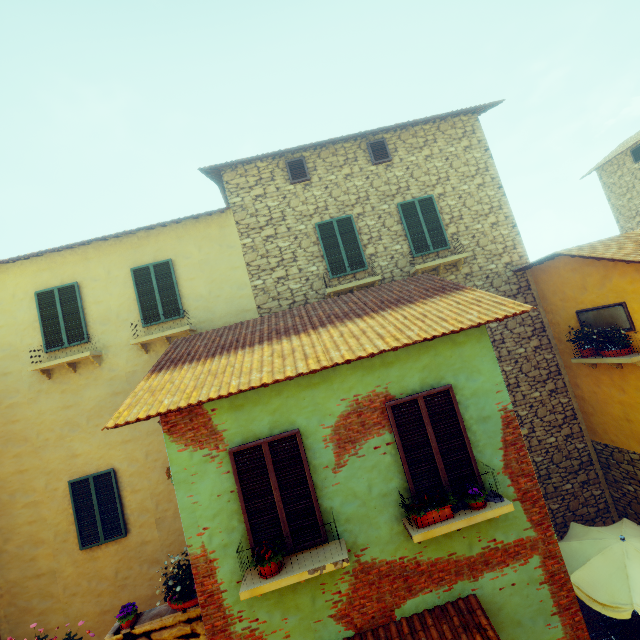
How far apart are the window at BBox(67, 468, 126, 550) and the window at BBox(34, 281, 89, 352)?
3.3m

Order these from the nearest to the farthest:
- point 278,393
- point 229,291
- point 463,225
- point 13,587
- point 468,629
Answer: point 468,629, point 278,393, point 13,587, point 229,291, point 463,225

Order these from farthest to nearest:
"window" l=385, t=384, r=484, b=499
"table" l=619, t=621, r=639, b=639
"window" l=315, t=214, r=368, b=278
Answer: "window" l=315, t=214, r=368, b=278 < "table" l=619, t=621, r=639, b=639 < "window" l=385, t=384, r=484, b=499

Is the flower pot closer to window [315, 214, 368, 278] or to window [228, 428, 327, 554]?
window [228, 428, 327, 554]

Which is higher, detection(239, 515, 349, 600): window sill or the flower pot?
detection(239, 515, 349, 600): window sill

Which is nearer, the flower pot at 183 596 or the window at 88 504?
the flower pot at 183 596

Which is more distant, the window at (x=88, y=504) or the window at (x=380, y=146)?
the window at (x=380, y=146)

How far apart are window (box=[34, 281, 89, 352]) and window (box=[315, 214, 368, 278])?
6.6m
